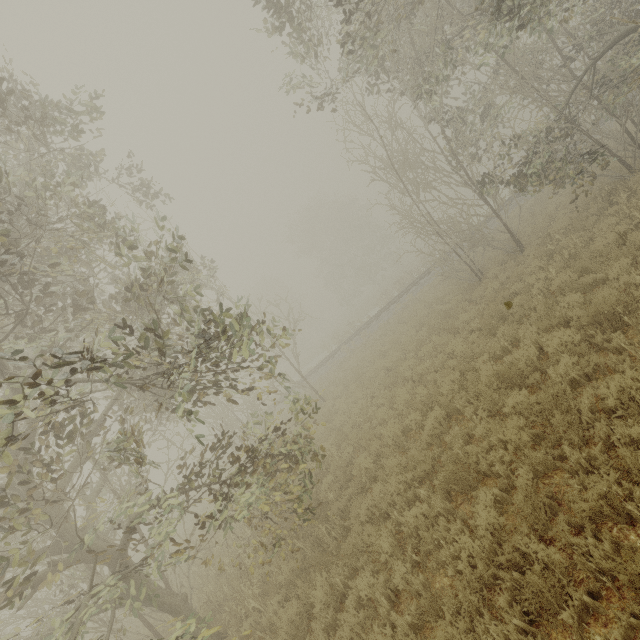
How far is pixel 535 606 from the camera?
3.5 meters

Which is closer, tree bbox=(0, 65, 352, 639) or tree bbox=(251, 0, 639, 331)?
tree bbox=(0, 65, 352, 639)

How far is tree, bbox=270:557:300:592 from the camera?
6.8 meters

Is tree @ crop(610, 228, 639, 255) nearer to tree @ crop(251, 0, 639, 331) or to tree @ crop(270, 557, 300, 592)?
tree @ crop(270, 557, 300, 592)

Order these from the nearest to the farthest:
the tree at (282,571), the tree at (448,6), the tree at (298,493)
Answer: the tree at (298,493) < the tree at (282,571) < the tree at (448,6)

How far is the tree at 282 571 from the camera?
6.8 meters

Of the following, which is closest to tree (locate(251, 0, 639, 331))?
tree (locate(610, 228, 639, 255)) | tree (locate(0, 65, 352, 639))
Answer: tree (locate(610, 228, 639, 255))
